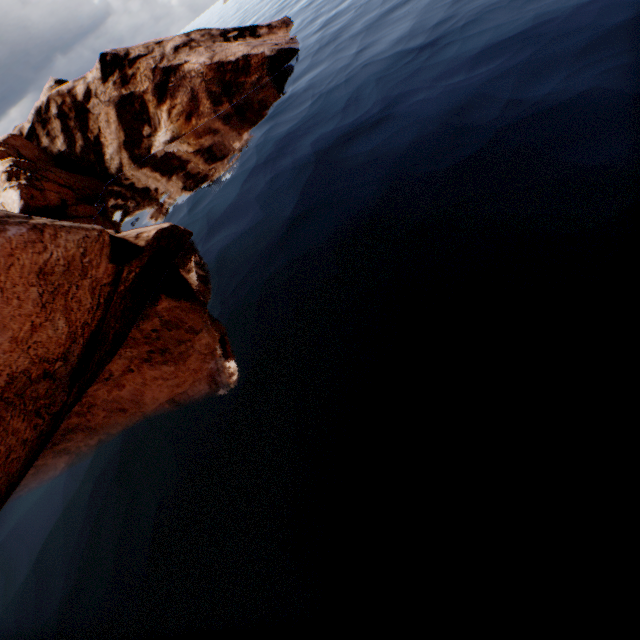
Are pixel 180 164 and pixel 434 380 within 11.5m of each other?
no
